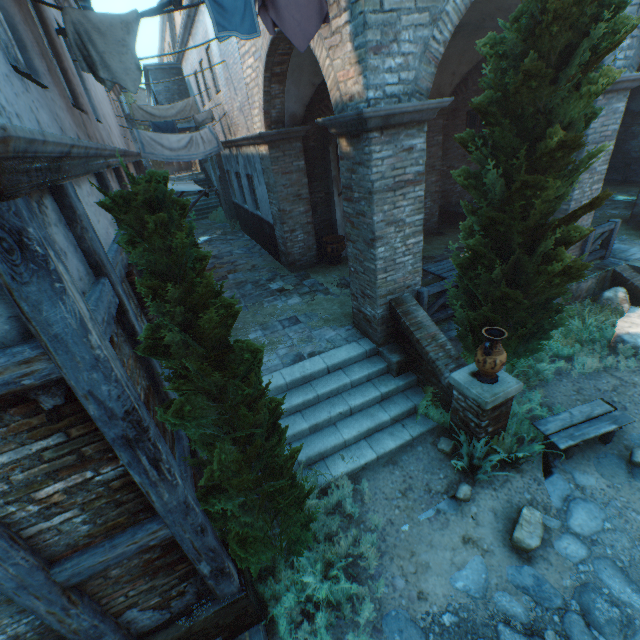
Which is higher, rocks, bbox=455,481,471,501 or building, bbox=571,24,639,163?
building, bbox=571,24,639,163

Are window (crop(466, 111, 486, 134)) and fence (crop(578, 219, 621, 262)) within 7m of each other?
yes

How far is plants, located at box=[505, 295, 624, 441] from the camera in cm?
547

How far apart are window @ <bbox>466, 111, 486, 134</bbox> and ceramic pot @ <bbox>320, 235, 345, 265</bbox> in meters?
6.0 m

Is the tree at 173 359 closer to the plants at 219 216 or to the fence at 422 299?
the fence at 422 299

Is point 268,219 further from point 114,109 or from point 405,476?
point 405,476

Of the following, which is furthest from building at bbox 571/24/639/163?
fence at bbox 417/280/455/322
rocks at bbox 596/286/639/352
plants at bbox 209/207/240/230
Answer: rocks at bbox 596/286/639/352

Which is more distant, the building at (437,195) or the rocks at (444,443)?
the rocks at (444,443)
